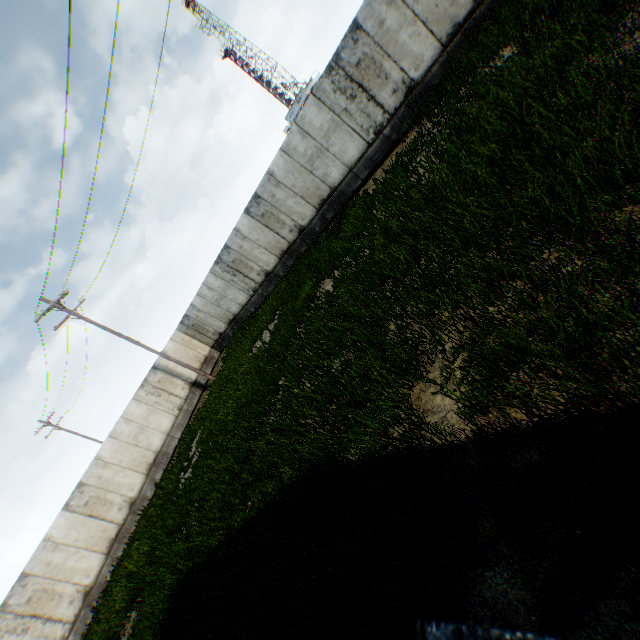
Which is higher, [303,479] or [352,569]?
[303,479]
